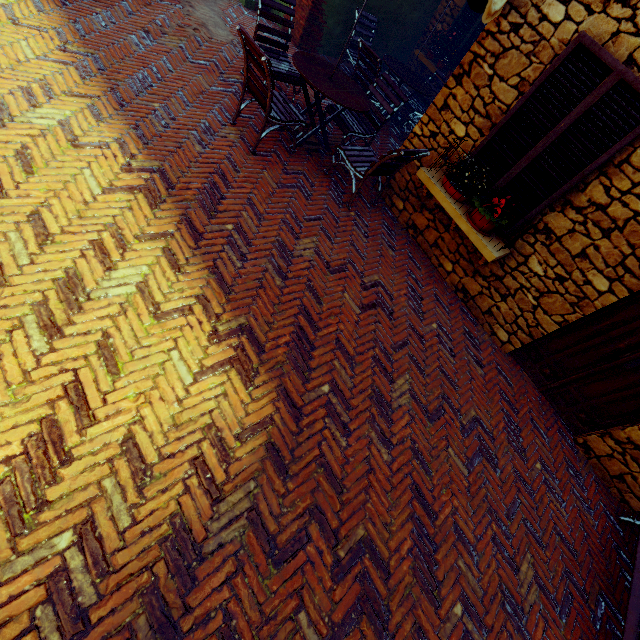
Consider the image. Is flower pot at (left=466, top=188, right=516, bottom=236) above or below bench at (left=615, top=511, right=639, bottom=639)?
above

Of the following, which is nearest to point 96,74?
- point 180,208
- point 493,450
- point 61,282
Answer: point 180,208

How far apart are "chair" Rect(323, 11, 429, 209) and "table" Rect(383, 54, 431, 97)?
1.2m

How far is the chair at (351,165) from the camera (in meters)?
4.29

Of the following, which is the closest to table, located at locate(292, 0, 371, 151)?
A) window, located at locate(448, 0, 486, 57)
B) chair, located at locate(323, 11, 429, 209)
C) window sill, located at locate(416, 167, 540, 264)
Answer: chair, located at locate(323, 11, 429, 209)

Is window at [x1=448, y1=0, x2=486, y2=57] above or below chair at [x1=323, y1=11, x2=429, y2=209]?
above

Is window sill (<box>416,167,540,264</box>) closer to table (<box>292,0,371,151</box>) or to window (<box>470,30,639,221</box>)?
window (<box>470,30,639,221</box>)

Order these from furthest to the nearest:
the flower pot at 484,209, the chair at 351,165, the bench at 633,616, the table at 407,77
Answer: the table at 407,77
the chair at 351,165
the flower pot at 484,209
the bench at 633,616
